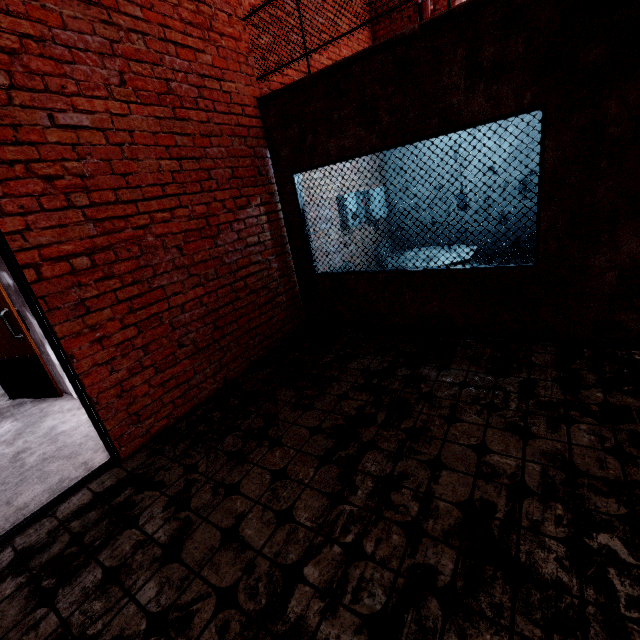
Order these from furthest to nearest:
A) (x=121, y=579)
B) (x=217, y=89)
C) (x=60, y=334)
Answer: (x=217, y=89) < (x=60, y=334) < (x=121, y=579)

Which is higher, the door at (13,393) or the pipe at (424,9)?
the pipe at (424,9)

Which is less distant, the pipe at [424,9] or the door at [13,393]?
the door at [13,393]

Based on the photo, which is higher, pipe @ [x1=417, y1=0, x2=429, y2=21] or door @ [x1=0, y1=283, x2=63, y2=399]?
pipe @ [x1=417, y1=0, x2=429, y2=21]

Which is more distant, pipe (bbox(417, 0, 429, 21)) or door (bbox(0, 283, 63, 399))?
pipe (bbox(417, 0, 429, 21))
